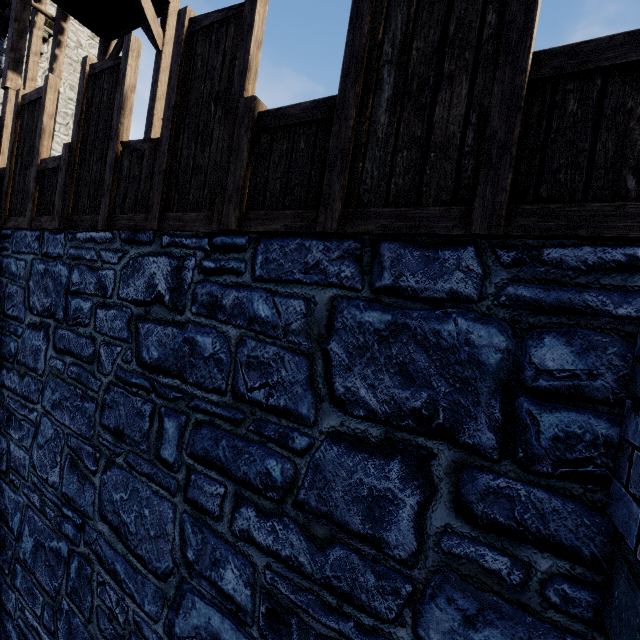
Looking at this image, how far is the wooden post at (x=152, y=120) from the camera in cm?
798

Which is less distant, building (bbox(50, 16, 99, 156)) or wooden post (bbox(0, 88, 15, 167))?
wooden post (bbox(0, 88, 15, 167))

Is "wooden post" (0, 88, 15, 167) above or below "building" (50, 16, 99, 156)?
below

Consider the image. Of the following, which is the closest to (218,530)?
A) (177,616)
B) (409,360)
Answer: (177,616)

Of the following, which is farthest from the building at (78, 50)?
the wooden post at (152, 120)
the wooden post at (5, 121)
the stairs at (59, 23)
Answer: the wooden post at (152, 120)

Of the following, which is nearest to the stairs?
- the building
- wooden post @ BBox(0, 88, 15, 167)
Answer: wooden post @ BBox(0, 88, 15, 167)

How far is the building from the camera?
14.3m

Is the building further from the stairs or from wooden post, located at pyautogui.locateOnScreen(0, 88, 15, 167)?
wooden post, located at pyautogui.locateOnScreen(0, 88, 15, 167)
